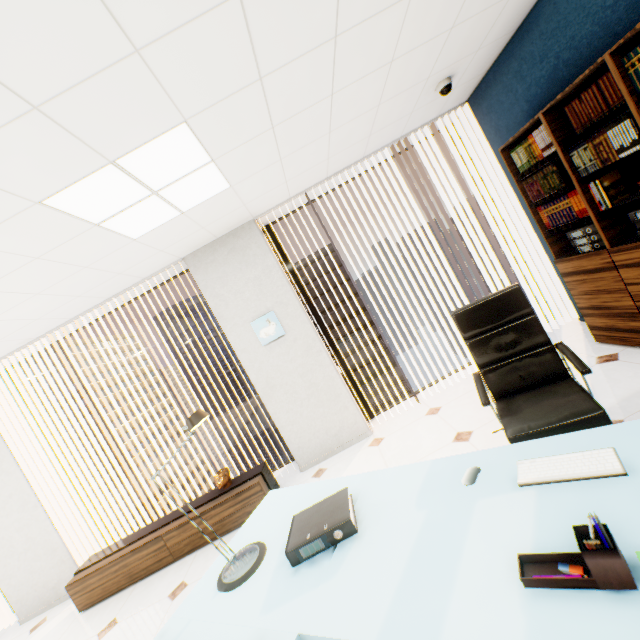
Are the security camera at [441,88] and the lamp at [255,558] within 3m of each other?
no

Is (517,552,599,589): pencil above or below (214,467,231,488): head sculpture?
above

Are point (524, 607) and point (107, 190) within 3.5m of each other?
yes

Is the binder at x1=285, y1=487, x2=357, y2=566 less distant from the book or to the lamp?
the lamp

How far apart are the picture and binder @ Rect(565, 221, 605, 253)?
3.07m

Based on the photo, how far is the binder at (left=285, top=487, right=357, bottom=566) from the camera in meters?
1.3

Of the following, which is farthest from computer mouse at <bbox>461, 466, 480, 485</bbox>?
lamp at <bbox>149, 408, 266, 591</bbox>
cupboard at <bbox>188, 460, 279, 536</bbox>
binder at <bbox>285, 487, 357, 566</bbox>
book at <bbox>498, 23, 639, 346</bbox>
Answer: cupboard at <bbox>188, 460, 279, 536</bbox>

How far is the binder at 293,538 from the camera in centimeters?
A: 135cm
